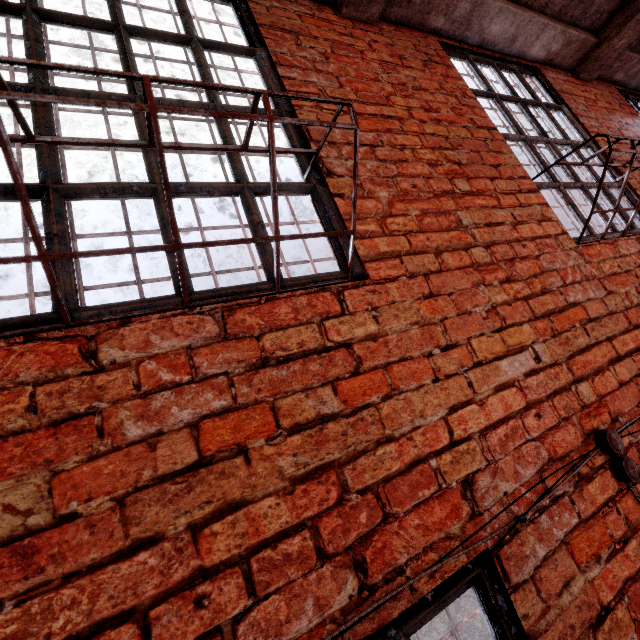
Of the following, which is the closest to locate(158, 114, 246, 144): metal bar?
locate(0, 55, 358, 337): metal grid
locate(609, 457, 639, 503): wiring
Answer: locate(0, 55, 358, 337): metal grid

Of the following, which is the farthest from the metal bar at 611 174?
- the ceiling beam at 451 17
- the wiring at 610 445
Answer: the wiring at 610 445

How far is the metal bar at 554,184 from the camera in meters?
2.3

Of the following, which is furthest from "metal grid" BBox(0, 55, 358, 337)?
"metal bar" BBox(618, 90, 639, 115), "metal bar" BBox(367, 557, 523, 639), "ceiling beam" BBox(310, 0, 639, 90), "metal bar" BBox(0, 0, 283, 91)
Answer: "metal bar" BBox(618, 90, 639, 115)

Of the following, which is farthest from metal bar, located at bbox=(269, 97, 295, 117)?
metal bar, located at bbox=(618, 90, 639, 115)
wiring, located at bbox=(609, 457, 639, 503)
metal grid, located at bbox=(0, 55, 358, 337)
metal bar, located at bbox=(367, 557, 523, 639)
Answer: metal bar, located at bbox=(618, 90, 639, 115)

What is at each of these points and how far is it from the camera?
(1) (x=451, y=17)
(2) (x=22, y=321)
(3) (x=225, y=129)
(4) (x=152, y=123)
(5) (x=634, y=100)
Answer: (1) ceiling beam, 2.5m
(2) metal bar, 0.9m
(3) metal bar, 1.4m
(4) metal grid, 0.8m
(5) metal bar, 4.1m

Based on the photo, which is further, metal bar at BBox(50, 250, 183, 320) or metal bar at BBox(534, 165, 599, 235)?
metal bar at BBox(534, 165, 599, 235)
